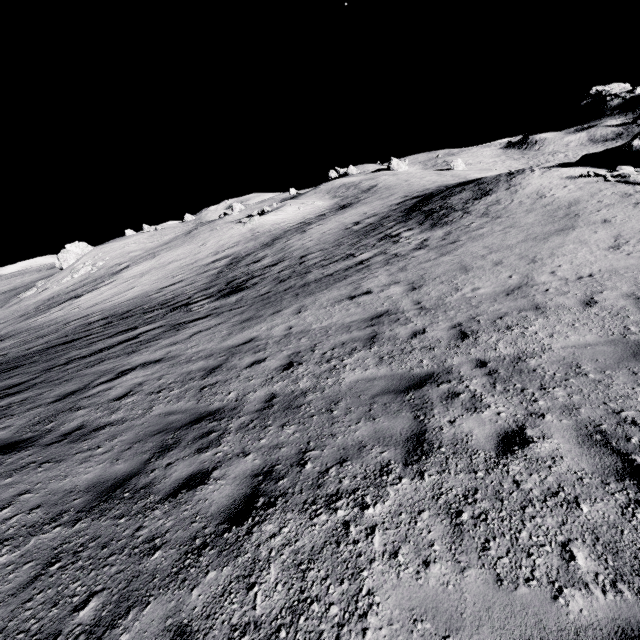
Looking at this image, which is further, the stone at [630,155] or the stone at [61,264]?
the stone at [61,264]

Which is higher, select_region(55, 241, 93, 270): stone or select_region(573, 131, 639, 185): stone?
select_region(55, 241, 93, 270): stone

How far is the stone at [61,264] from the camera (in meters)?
47.41

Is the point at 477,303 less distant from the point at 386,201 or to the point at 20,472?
the point at 20,472

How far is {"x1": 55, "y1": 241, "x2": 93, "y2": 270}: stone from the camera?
47.41m

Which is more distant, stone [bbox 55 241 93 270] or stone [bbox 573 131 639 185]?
stone [bbox 55 241 93 270]
